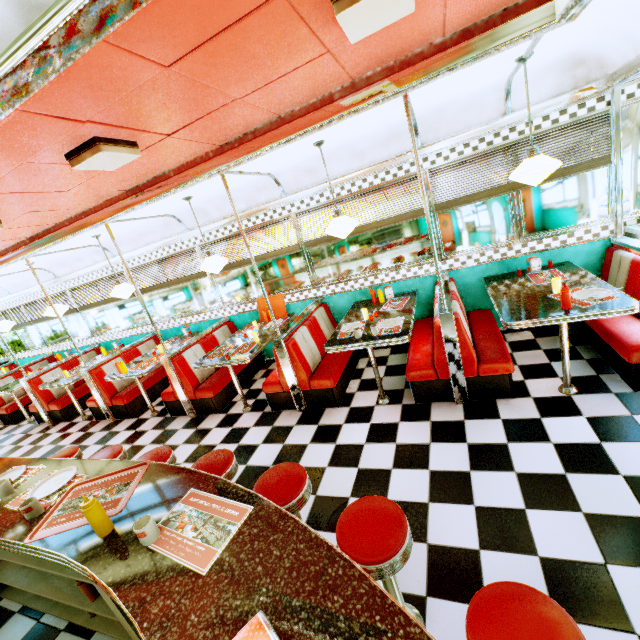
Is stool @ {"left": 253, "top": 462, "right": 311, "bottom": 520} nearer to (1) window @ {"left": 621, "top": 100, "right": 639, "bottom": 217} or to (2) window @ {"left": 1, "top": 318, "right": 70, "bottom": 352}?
(2) window @ {"left": 1, "top": 318, "right": 70, "bottom": 352}

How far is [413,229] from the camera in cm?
461

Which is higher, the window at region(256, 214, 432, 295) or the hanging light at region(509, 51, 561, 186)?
the hanging light at region(509, 51, 561, 186)

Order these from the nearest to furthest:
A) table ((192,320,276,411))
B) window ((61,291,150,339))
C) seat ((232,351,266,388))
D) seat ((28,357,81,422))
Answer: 1. table ((192,320,276,411))
2. seat ((232,351,266,388))
3. seat ((28,357,81,422))
4. window ((61,291,150,339))

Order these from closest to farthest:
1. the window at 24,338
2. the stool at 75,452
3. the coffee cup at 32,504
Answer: the coffee cup at 32,504, the stool at 75,452, the window at 24,338

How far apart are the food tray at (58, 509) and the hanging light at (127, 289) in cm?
390

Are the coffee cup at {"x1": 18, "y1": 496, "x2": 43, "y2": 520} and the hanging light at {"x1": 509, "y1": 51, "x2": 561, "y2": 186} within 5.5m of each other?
yes

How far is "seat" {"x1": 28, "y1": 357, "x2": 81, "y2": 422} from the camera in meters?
6.5 m
